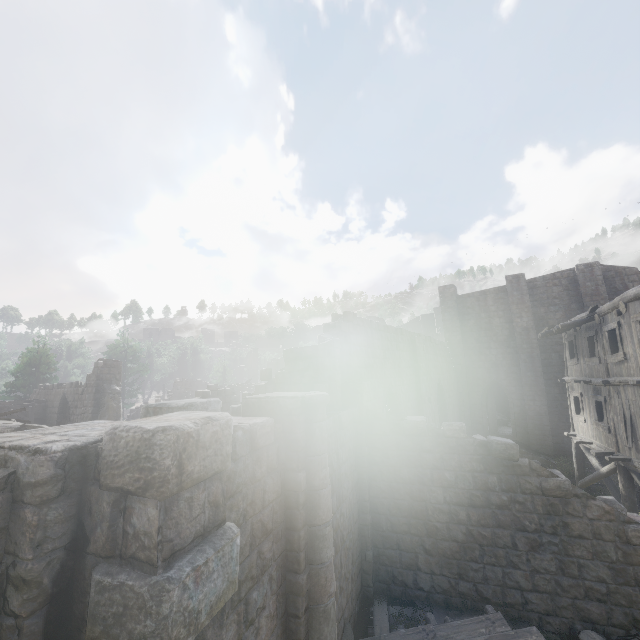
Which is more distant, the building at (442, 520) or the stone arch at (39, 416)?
the stone arch at (39, 416)

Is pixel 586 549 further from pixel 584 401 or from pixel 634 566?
pixel 584 401

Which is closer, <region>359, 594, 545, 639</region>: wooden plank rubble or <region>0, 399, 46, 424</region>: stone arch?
<region>359, 594, 545, 639</region>: wooden plank rubble

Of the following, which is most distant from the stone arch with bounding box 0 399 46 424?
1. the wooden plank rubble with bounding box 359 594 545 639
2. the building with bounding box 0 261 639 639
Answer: the wooden plank rubble with bounding box 359 594 545 639

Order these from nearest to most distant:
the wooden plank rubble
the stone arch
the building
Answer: the building, the wooden plank rubble, the stone arch

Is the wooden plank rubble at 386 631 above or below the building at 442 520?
below
